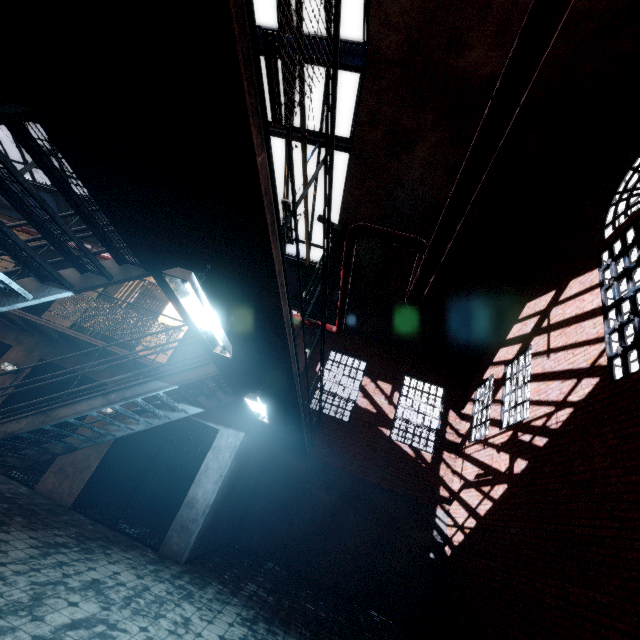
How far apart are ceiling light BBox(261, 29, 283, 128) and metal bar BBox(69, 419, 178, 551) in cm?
620

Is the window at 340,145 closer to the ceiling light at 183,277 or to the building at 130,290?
the building at 130,290

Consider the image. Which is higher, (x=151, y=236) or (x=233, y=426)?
(x=151, y=236)

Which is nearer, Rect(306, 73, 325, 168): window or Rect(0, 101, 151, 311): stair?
Rect(0, 101, 151, 311): stair

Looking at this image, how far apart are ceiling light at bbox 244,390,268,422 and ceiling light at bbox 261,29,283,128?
4.0m

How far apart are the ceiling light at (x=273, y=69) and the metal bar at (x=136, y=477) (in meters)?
6.20

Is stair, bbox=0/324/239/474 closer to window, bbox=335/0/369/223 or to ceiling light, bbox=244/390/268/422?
ceiling light, bbox=244/390/268/422

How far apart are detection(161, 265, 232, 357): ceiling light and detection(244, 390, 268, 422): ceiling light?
1.45m
